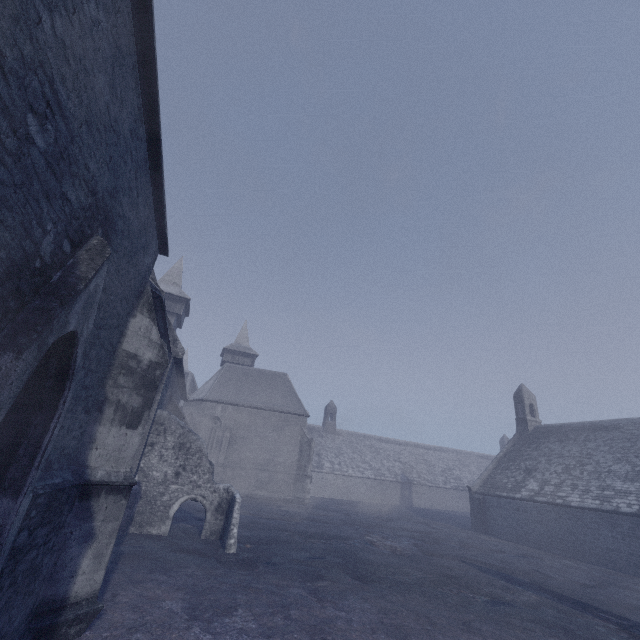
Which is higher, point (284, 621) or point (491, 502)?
point (491, 502)
